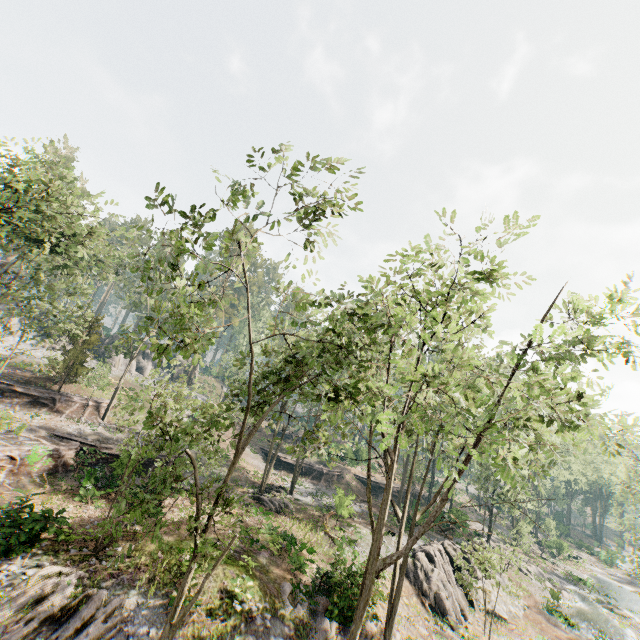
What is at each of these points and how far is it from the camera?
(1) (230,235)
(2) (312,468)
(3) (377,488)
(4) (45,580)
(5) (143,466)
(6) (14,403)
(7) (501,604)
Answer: (1) foliage, 10.2 meters
(2) ground embankment, 42.8 meters
(3) ground embankment, 43.8 meters
(4) foliage, 12.8 meters
(5) ground embankment, 27.0 meters
(6) ground embankment, 28.0 meters
(7) rock, 26.9 meters

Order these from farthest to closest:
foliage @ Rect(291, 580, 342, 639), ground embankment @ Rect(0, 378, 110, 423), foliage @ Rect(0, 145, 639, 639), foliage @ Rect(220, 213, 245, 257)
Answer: ground embankment @ Rect(0, 378, 110, 423)
foliage @ Rect(291, 580, 342, 639)
foliage @ Rect(220, 213, 245, 257)
foliage @ Rect(0, 145, 639, 639)

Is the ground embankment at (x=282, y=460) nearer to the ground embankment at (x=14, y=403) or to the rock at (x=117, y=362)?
the ground embankment at (x=14, y=403)

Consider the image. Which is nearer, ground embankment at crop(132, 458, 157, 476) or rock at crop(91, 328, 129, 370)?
ground embankment at crop(132, 458, 157, 476)

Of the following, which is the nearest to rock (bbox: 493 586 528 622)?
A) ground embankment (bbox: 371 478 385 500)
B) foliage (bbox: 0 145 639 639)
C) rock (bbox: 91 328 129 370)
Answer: foliage (bbox: 0 145 639 639)

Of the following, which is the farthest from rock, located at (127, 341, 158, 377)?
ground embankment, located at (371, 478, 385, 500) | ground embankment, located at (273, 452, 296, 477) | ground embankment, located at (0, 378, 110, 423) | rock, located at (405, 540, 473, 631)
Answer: rock, located at (405, 540, 473, 631)

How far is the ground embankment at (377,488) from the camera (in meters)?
43.06

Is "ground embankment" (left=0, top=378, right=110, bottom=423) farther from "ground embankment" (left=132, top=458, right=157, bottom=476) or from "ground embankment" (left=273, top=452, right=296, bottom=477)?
"ground embankment" (left=273, top=452, right=296, bottom=477)
